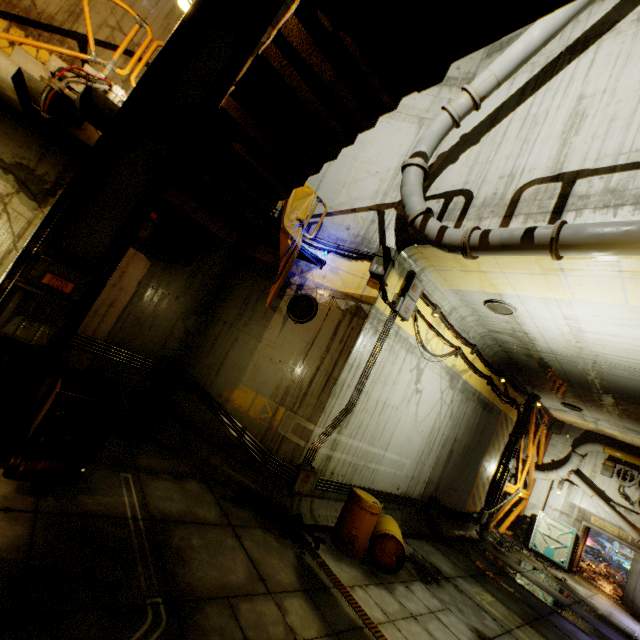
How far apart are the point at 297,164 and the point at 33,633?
7.26m

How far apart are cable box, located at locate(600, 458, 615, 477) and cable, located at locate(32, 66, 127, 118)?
23.7m

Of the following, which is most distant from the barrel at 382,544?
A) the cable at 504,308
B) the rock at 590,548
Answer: the rock at 590,548

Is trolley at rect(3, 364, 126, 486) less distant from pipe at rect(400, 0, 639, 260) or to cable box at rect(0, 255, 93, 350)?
cable box at rect(0, 255, 93, 350)

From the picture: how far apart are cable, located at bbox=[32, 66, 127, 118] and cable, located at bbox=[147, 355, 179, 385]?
5.3m

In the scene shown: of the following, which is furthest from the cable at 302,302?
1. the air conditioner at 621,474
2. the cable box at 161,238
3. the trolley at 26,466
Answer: the air conditioner at 621,474

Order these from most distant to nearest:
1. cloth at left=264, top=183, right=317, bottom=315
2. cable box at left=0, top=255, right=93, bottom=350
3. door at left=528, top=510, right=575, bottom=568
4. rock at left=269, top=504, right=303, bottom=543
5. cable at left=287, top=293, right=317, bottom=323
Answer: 1. door at left=528, top=510, right=575, bottom=568
2. cable at left=287, top=293, right=317, bottom=323
3. cloth at left=264, top=183, right=317, bottom=315
4. rock at left=269, top=504, right=303, bottom=543
5. cable box at left=0, top=255, right=93, bottom=350

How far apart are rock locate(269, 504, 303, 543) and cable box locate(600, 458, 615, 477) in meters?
17.9 m
